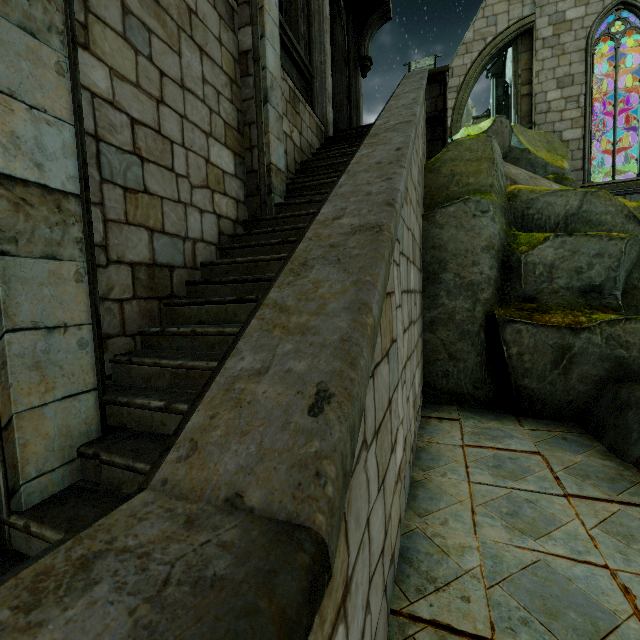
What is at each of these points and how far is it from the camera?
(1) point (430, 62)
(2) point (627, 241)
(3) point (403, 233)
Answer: (1) merlon, 14.7 meters
(2) rock, 4.9 meters
(3) building, 2.8 meters

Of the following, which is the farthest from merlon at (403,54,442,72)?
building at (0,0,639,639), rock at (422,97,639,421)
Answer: rock at (422,97,639,421)

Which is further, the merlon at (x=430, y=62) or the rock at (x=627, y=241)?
the merlon at (x=430, y=62)

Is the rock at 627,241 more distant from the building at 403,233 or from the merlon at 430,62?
the merlon at 430,62

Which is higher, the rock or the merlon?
the merlon

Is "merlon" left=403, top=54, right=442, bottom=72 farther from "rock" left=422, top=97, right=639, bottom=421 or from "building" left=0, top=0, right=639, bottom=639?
"rock" left=422, top=97, right=639, bottom=421

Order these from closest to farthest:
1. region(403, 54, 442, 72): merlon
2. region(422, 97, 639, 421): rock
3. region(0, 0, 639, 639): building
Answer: region(0, 0, 639, 639): building, region(422, 97, 639, 421): rock, region(403, 54, 442, 72): merlon
